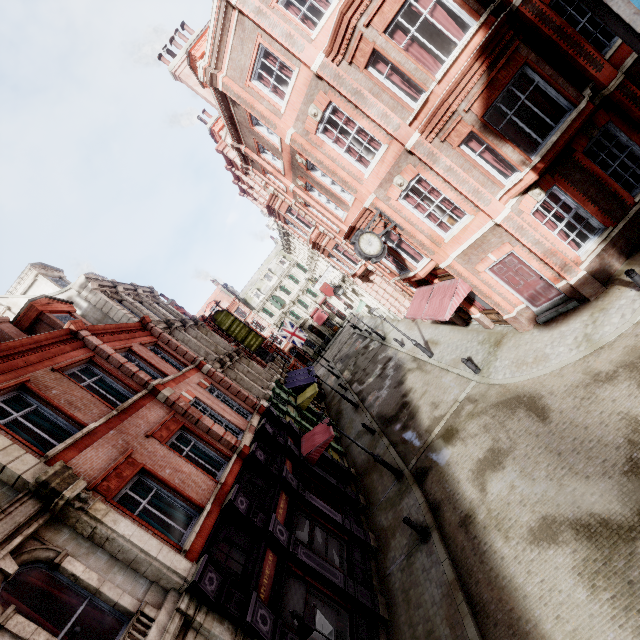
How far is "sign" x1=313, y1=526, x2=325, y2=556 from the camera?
11.0m

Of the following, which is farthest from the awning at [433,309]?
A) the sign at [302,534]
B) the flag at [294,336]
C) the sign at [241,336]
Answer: the flag at [294,336]

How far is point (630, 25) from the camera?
0.9 meters

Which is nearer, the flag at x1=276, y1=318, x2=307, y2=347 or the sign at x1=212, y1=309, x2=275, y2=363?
the sign at x1=212, y1=309, x2=275, y2=363

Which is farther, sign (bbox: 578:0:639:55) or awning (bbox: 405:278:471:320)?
awning (bbox: 405:278:471:320)

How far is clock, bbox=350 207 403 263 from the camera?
12.0m

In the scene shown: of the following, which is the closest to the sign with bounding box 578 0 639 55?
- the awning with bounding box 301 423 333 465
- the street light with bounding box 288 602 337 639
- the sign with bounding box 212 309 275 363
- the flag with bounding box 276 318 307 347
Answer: the street light with bounding box 288 602 337 639

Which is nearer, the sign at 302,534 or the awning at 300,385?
the sign at 302,534
